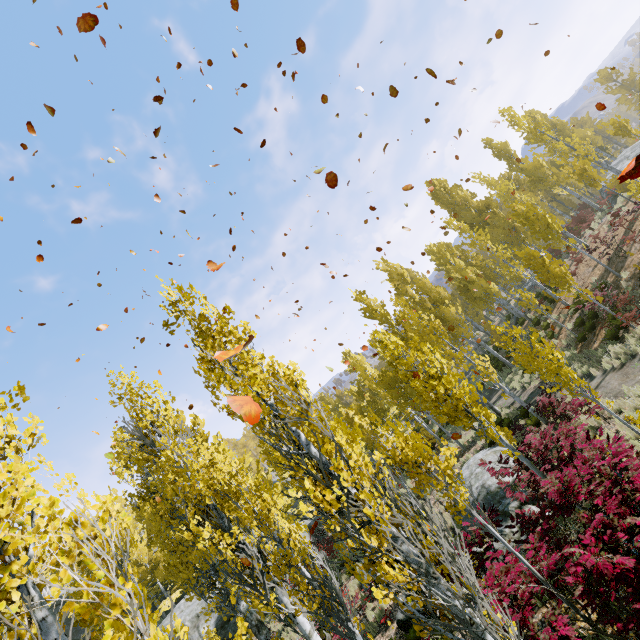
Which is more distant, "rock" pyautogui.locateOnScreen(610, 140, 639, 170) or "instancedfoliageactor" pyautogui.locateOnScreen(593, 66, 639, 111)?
"instancedfoliageactor" pyautogui.locateOnScreen(593, 66, 639, 111)

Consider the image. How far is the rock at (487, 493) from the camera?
9.4 meters

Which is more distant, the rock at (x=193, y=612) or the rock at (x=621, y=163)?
the rock at (x=621, y=163)

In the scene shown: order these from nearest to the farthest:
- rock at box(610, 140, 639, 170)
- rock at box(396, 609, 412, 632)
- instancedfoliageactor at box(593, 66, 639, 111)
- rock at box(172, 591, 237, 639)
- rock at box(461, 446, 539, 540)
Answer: rock at box(461, 446, 539, 540) < rock at box(396, 609, 412, 632) < rock at box(172, 591, 237, 639) < rock at box(610, 140, 639, 170) < instancedfoliageactor at box(593, 66, 639, 111)

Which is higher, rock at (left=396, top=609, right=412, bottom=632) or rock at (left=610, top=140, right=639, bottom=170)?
rock at (left=610, top=140, right=639, bottom=170)

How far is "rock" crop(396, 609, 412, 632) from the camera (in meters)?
10.48

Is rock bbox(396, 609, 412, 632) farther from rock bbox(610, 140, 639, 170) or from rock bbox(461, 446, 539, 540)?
rock bbox(610, 140, 639, 170)

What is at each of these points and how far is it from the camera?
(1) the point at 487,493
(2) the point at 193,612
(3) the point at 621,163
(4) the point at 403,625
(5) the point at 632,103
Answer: (1) rock, 12.7 meters
(2) rock, 22.4 meters
(3) rock, 27.0 meters
(4) rock, 10.5 meters
(5) instancedfoliageactor, 35.3 meters
